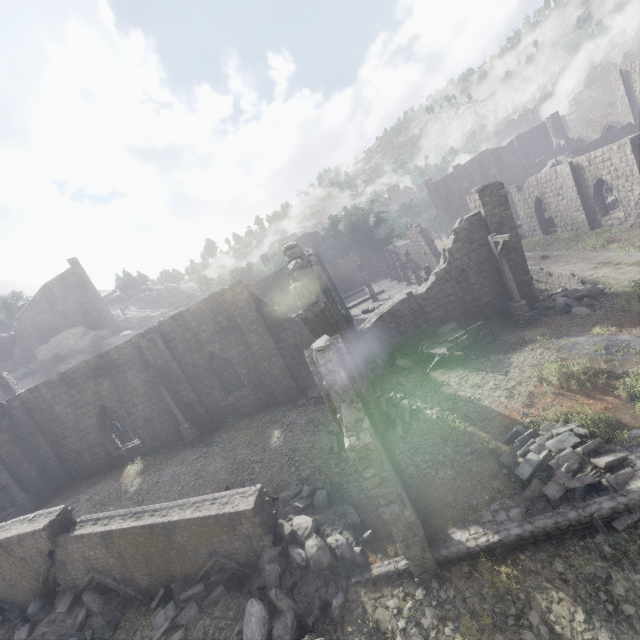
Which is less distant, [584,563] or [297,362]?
[584,563]

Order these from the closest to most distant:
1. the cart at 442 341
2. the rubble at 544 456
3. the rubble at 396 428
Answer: the rubble at 544 456
the rubble at 396 428
the cart at 442 341

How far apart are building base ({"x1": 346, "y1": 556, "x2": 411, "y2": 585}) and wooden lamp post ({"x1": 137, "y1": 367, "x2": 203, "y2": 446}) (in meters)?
11.90

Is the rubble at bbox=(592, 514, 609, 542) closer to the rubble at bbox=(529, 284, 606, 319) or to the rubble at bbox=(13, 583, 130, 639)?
the rubble at bbox=(13, 583, 130, 639)

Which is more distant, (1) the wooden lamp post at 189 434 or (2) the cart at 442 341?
(1) the wooden lamp post at 189 434

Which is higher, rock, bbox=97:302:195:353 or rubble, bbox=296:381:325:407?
rock, bbox=97:302:195:353

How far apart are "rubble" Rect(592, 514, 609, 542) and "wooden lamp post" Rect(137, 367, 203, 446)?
16.4m

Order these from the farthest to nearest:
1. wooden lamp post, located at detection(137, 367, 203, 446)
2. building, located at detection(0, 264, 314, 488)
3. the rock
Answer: the rock < building, located at detection(0, 264, 314, 488) < wooden lamp post, located at detection(137, 367, 203, 446)
